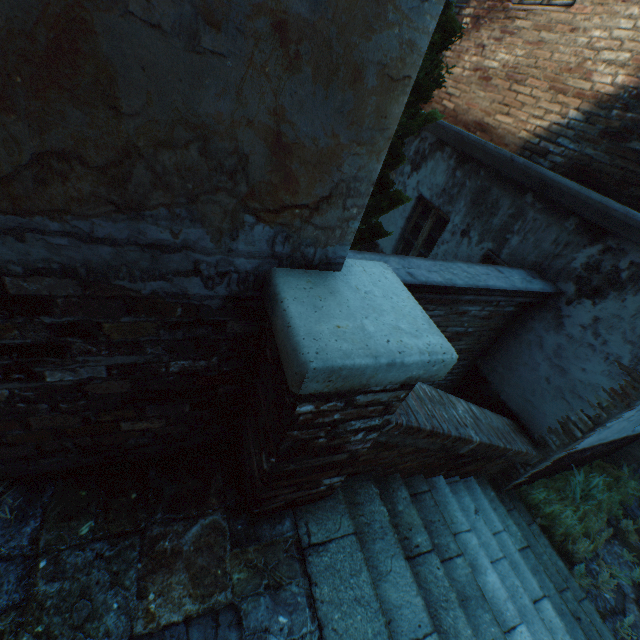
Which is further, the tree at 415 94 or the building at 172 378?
the tree at 415 94

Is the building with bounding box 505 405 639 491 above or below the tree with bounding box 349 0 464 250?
below

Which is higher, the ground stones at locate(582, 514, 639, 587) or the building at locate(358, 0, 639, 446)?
the building at locate(358, 0, 639, 446)

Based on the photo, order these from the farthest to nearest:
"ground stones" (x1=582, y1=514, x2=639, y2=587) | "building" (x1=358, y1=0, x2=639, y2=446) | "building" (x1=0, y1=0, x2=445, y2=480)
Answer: "ground stones" (x1=582, y1=514, x2=639, y2=587)
"building" (x1=358, y1=0, x2=639, y2=446)
"building" (x1=0, y1=0, x2=445, y2=480)

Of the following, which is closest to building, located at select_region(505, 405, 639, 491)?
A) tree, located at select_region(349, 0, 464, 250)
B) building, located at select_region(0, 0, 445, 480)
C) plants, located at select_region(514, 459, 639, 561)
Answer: building, located at select_region(0, 0, 445, 480)

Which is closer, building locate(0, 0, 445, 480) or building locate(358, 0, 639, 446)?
building locate(0, 0, 445, 480)

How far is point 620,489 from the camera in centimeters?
539cm

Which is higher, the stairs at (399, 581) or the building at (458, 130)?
the building at (458, 130)
